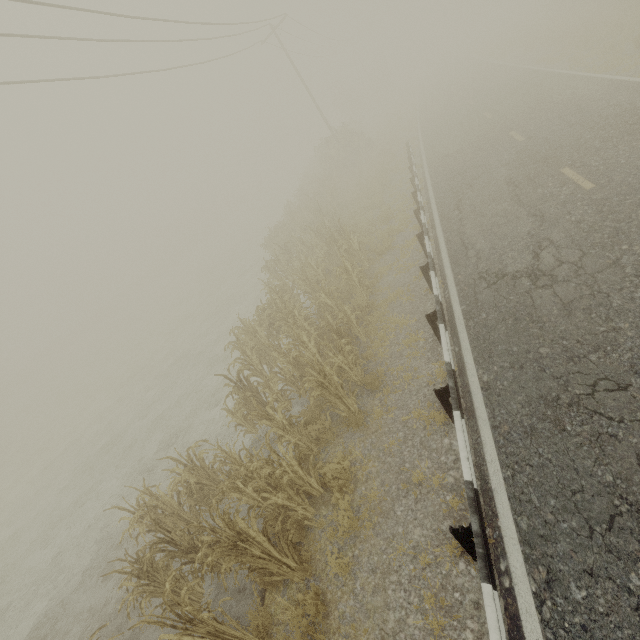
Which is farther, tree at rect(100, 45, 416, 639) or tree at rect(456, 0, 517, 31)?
tree at rect(456, 0, 517, 31)

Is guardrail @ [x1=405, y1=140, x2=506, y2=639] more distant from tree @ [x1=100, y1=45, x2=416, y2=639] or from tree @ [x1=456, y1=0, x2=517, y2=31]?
tree @ [x1=456, y1=0, x2=517, y2=31]

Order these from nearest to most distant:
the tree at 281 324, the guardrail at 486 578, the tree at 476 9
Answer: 1. the guardrail at 486 578
2. the tree at 281 324
3. the tree at 476 9

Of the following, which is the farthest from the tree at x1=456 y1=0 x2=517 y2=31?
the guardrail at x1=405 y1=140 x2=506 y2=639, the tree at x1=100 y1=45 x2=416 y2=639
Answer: the guardrail at x1=405 y1=140 x2=506 y2=639

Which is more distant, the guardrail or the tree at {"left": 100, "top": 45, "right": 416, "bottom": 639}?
the tree at {"left": 100, "top": 45, "right": 416, "bottom": 639}

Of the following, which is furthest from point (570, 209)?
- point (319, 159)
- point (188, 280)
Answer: point (188, 280)

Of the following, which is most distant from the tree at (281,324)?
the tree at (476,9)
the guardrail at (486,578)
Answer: the tree at (476,9)
